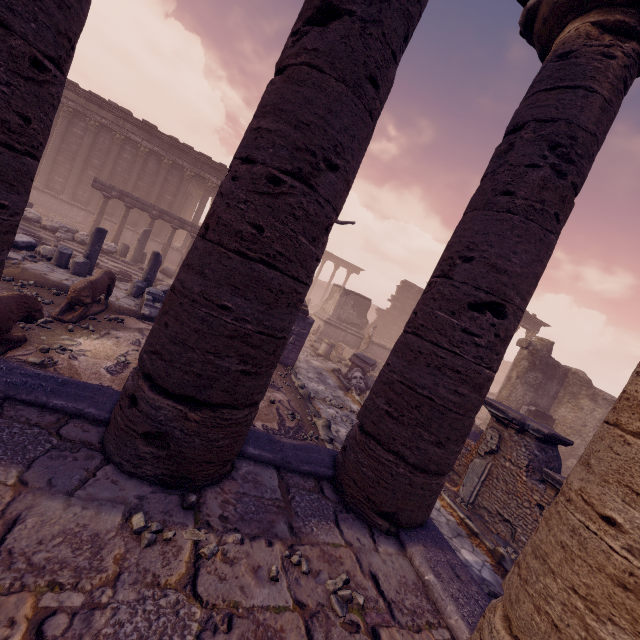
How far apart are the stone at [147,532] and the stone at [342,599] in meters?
1.2

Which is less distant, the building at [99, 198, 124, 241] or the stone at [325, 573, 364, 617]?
the stone at [325, 573, 364, 617]

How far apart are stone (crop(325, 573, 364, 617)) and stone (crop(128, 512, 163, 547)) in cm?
118

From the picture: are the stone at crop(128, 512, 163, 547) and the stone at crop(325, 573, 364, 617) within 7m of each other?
yes

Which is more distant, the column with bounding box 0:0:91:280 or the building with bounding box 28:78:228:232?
the building with bounding box 28:78:228:232

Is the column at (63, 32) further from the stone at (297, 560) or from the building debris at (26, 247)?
the building debris at (26, 247)

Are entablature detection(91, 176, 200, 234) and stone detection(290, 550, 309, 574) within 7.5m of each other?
no

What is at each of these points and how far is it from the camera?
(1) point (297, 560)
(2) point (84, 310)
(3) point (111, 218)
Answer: (1) stone, 2.22m
(2) sculpture, 6.66m
(3) building, 20.19m
